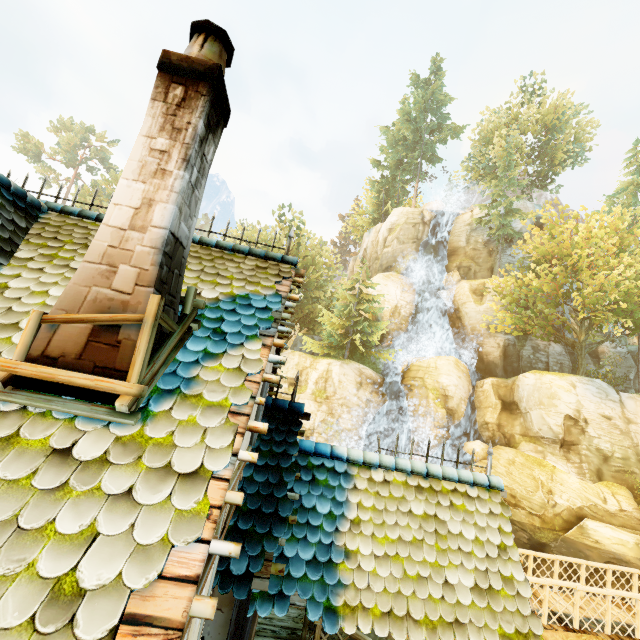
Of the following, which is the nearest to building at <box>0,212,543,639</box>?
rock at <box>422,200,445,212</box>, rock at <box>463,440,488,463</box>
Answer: rock at <box>463,440,488,463</box>

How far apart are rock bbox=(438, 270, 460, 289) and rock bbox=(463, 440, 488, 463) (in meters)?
15.15

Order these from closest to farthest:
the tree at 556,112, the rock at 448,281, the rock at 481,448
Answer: the tree at 556,112, the rock at 481,448, the rock at 448,281

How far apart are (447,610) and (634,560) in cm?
2093

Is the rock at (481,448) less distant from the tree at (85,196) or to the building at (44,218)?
the tree at (85,196)

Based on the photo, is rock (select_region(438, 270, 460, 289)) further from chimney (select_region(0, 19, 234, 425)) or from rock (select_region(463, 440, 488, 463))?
chimney (select_region(0, 19, 234, 425))

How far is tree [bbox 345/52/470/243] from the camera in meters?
41.0

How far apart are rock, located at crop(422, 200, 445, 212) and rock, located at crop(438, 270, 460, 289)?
8.8 meters
